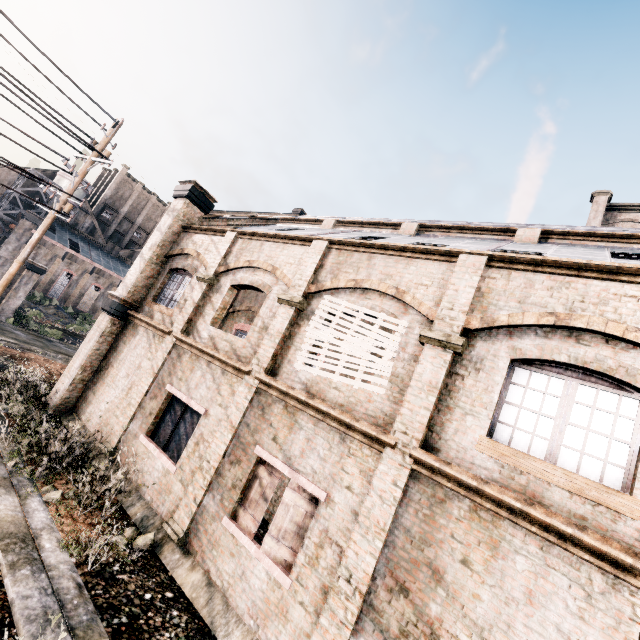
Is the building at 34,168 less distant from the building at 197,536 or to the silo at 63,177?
the silo at 63,177

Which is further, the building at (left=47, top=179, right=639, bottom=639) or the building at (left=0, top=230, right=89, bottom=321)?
the building at (left=0, top=230, right=89, bottom=321)

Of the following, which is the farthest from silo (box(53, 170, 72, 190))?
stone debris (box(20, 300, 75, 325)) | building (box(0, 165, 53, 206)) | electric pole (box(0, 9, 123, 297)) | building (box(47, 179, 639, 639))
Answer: electric pole (box(0, 9, 123, 297))

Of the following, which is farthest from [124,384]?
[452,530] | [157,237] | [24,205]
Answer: [24,205]

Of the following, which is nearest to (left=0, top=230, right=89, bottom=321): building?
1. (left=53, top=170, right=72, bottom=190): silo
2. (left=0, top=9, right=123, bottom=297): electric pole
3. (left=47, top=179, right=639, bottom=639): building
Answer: (left=53, top=170, right=72, bottom=190): silo

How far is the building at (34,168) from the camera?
52.56m
